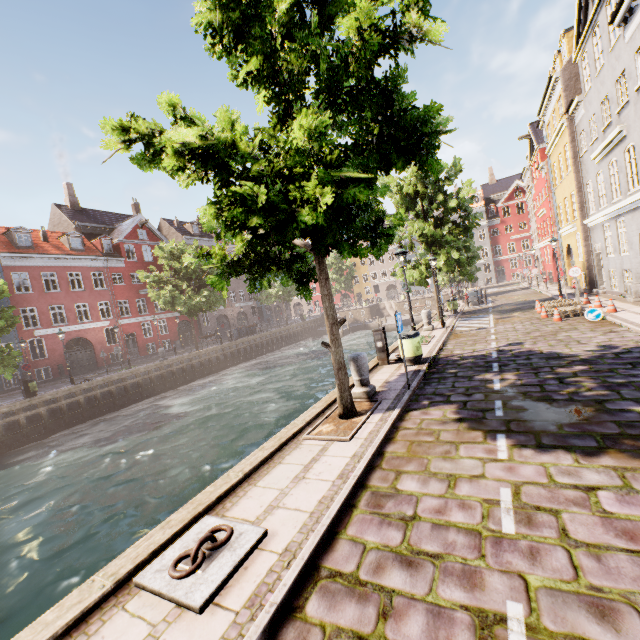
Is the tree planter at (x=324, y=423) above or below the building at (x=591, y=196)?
below

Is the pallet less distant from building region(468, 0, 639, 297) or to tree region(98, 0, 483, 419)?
building region(468, 0, 639, 297)

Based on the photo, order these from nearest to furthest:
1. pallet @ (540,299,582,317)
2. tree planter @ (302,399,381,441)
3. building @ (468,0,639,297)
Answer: tree planter @ (302,399,381,441) < building @ (468,0,639,297) < pallet @ (540,299,582,317)

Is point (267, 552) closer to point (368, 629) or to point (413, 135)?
point (368, 629)

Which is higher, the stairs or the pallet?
the pallet

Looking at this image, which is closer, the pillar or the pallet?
the pillar

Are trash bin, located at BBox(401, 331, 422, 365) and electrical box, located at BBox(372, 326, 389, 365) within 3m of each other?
yes

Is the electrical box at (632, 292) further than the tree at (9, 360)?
No
